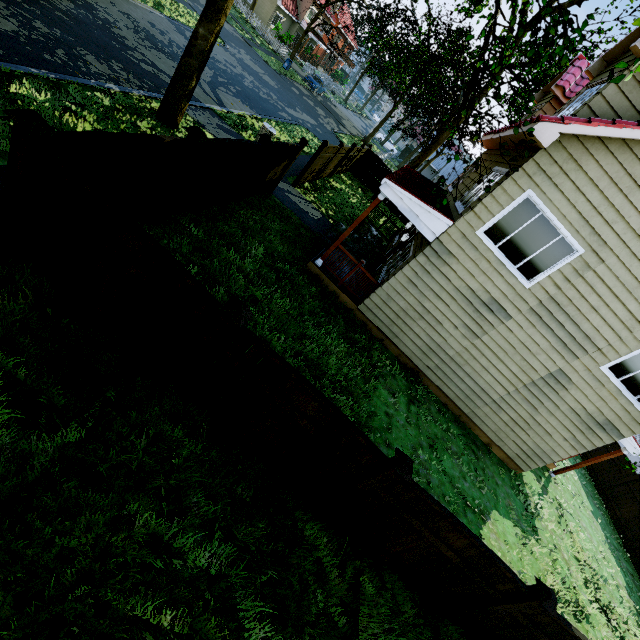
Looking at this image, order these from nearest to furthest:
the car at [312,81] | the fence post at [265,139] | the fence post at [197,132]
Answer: the fence post at [197,132] → the fence post at [265,139] → the car at [312,81]

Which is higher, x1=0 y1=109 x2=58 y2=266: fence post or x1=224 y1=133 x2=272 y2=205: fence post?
x1=224 y1=133 x2=272 y2=205: fence post

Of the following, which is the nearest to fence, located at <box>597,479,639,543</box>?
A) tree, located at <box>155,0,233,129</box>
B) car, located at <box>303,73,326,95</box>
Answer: tree, located at <box>155,0,233,129</box>

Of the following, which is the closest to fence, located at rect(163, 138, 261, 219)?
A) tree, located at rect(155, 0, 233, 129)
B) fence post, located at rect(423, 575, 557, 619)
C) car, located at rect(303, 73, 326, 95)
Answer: fence post, located at rect(423, 575, 557, 619)

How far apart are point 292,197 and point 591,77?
9.4m

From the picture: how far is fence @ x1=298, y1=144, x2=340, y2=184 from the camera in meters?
13.7

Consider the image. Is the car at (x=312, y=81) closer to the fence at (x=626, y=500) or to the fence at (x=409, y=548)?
the fence at (x=409, y=548)

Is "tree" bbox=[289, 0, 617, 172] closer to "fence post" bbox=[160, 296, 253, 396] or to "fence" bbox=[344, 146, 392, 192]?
"fence" bbox=[344, 146, 392, 192]
